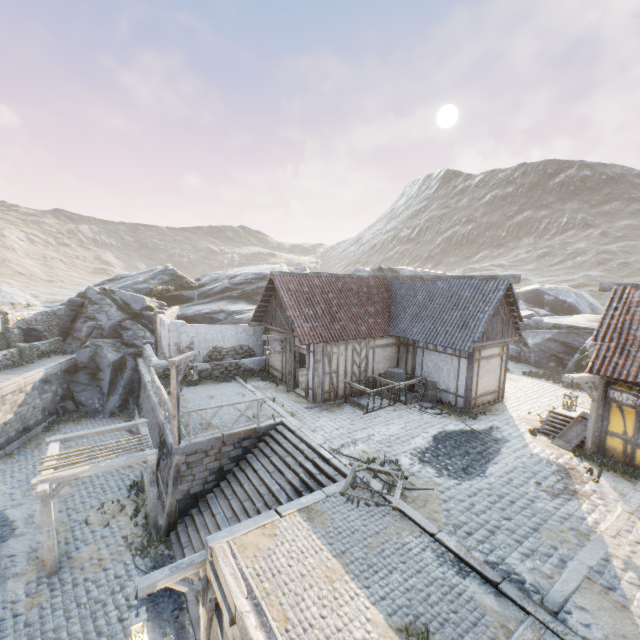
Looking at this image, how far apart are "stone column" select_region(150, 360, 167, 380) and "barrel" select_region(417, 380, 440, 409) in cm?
1282

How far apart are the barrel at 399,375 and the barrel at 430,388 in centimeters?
100cm

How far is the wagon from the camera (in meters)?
13.98

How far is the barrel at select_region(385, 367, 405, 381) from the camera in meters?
16.0 m

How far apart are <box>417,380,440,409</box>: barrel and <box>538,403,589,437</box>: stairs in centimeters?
370cm

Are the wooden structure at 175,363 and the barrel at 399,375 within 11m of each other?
yes

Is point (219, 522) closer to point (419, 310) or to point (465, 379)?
point (465, 379)

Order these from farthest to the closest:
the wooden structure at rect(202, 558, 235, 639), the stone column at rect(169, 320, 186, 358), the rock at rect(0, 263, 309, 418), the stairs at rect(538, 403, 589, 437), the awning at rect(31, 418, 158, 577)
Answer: the rock at rect(0, 263, 309, 418)
the stone column at rect(169, 320, 186, 358)
the stairs at rect(538, 403, 589, 437)
the awning at rect(31, 418, 158, 577)
the wooden structure at rect(202, 558, 235, 639)
